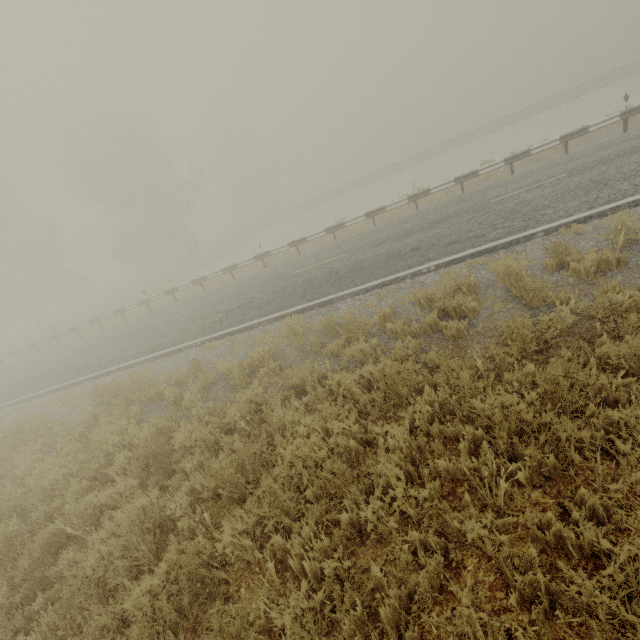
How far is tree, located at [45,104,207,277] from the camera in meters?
30.8

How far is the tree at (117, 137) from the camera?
30.8m

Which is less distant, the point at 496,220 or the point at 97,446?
the point at 97,446
